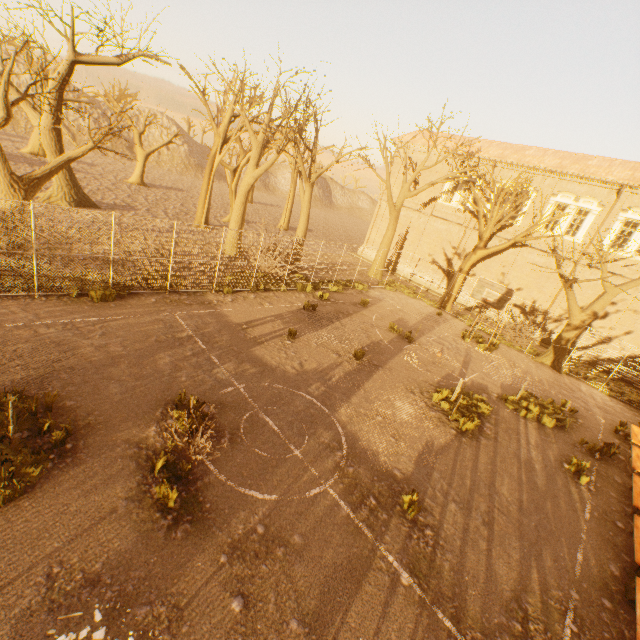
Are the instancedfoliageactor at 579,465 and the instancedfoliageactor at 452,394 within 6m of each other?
yes

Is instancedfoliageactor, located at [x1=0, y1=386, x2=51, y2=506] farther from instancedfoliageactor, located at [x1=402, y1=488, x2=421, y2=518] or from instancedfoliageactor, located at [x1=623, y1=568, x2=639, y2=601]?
instancedfoliageactor, located at [x1=623, y1=568, x2=639, y2=601]

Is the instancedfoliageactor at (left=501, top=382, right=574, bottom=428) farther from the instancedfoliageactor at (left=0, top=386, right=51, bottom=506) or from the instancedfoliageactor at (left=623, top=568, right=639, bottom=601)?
the instancedfoliageactor at (left=0, top=386, right=51, bottom=506)

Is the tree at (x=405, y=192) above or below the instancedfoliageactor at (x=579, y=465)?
above

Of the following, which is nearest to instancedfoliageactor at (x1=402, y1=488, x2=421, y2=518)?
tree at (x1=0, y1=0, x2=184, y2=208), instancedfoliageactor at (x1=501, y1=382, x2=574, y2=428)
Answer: tree at (x1=0, y1=0, x2=184, y2=208)

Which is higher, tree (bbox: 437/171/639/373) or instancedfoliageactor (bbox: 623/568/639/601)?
tree (bbox: 437/171/639/373)

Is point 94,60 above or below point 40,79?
above

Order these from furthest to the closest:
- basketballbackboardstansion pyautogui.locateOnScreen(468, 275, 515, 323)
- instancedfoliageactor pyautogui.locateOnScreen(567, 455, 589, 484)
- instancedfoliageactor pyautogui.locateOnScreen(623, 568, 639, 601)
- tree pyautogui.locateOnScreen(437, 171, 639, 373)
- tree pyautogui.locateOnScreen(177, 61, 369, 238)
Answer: tree pyautogui.locateOnScreen(437, 171, 639, 373), tree pyautogui.locateOnScreen(177, 61, 369, 238), basketballbackboardstansion pyautogui.locateOnScreen(468, 275, 515, 323), instancedfoliageactor pyautogui.locateOnScreen(567, 455, 589, 484), instancedfoliageactor pyautogui.locateOnScreen(623, 568, 639, 601)
